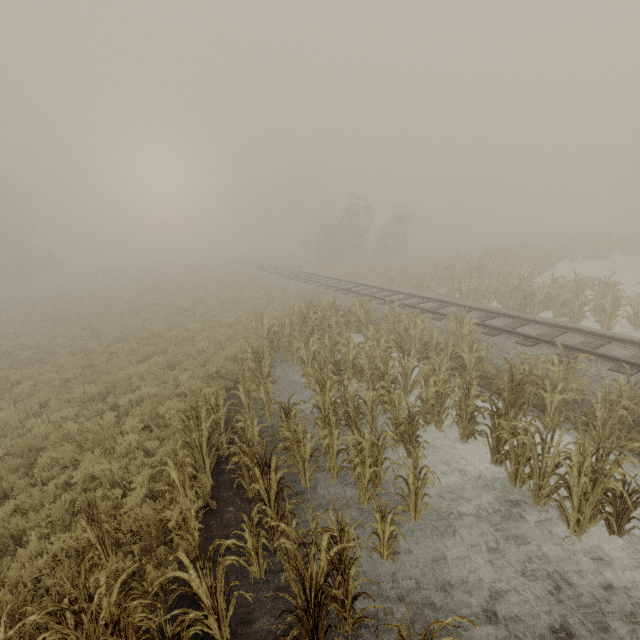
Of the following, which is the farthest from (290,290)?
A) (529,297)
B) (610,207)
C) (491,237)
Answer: (610,207)

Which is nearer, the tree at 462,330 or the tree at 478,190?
the tree at 462,330

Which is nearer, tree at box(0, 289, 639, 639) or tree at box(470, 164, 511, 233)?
tree at box(0, 289, 639, 639)

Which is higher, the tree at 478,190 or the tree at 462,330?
the tree at 478,190

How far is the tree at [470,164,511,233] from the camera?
53.2m

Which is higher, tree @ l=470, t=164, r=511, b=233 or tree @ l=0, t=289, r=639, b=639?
tree @ l=470, t=164, r=511, b=233
